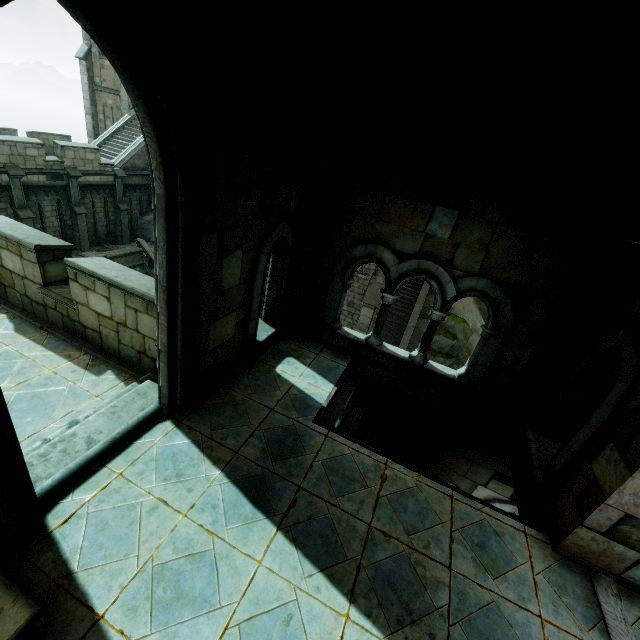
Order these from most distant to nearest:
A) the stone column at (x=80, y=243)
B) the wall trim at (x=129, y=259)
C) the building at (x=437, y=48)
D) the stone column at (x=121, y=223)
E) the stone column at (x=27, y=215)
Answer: the stone column at (x=121, y=223) → the wall trim at (x=129, y=259) → the stone column at (x=80, y=243) → the stone column at (x=27, y=215) → the building at (x=437, y=48)

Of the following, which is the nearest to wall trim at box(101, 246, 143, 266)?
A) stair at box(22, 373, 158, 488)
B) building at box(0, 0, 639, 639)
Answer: building at box(0, 0, 639, 639)

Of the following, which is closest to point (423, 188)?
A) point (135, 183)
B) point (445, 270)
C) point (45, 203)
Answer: point (445, 270)

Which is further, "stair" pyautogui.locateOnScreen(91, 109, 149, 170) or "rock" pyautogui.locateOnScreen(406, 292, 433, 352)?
"rock" pyautogui.locateOnScreen(406, 292, 433, 352)

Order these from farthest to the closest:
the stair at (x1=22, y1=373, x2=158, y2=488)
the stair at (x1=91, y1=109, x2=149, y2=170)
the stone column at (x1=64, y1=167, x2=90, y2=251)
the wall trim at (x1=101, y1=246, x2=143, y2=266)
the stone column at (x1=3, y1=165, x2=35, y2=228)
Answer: the stair at (x1=91, y1=109, x2=149, y2=170)
the wall trim at (x1=101, y1=246, x2=143, y2=266)
the stone column at (x1=64, y1=167, x2=90, y2=251)
the stone column at (x1=3, y1=165, x2=35, y2=228)
the stair at (x1=22, y1=373, x2=158, y2=488)

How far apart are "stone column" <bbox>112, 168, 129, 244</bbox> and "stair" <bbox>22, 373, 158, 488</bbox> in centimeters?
2071cm

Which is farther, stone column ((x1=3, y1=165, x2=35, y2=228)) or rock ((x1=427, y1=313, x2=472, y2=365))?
rock ((x1=427, y1=313, x2=472, y2=365))

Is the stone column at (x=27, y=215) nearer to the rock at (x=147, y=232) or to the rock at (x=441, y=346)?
the rock at (x=147, y=232)
